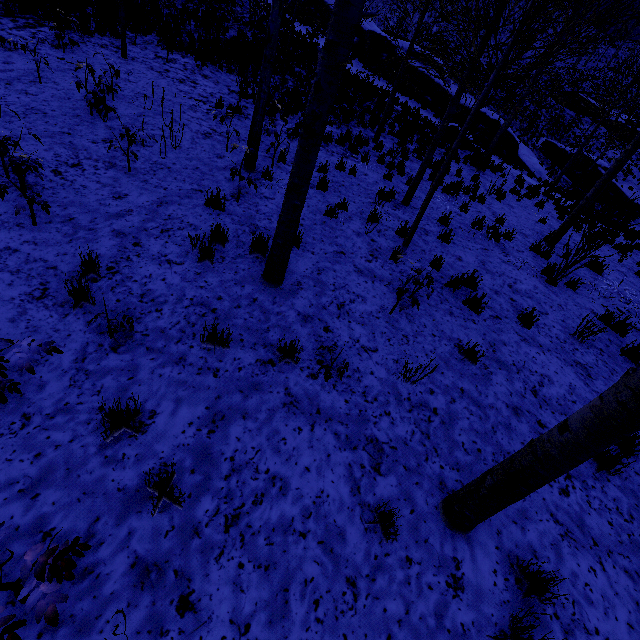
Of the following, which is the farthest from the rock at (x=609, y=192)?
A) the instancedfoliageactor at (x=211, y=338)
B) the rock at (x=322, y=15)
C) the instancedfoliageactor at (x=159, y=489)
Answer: the instancedfoliageactor at (x=159, y=489)

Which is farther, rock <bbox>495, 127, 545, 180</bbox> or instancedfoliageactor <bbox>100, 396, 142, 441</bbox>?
rock <bbox>495, 127, 545, 180</bbox>

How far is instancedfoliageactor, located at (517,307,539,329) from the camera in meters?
5.6

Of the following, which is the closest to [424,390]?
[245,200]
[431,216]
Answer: [245,200]

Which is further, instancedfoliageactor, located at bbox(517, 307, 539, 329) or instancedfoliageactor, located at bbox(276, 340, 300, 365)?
instancedfoliageactor, located at bbox(517, 307, 539, 329)

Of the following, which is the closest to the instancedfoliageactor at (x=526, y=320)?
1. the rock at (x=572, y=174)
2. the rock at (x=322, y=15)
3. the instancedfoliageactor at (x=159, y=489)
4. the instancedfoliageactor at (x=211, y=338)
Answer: the instancedfoliageactor at (x=211, y=338)

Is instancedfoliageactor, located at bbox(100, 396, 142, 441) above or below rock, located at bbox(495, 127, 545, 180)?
below
